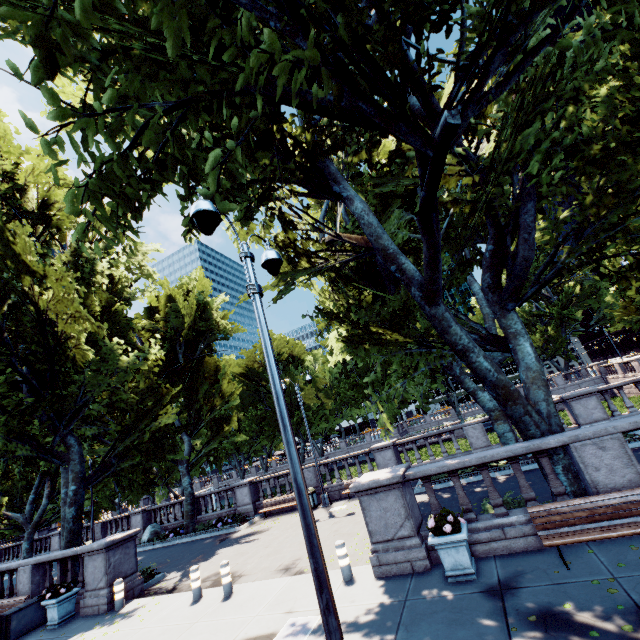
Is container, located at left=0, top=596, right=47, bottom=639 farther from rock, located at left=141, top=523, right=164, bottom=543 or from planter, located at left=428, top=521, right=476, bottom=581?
planter, located at left=428, top=521, right=476, bottom=581

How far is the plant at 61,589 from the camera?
11.1m

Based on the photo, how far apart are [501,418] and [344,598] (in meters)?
11.25

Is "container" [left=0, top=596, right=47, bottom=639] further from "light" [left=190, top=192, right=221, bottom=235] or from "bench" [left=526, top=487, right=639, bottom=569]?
"bench" [left=526, top=487, right=639, bottom=569]

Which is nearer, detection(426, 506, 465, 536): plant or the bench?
the bench

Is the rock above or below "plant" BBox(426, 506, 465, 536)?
below

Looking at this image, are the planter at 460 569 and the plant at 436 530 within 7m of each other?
yes

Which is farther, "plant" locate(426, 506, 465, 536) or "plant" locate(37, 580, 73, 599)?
"plant" locate(37, 580, 73, 599)
